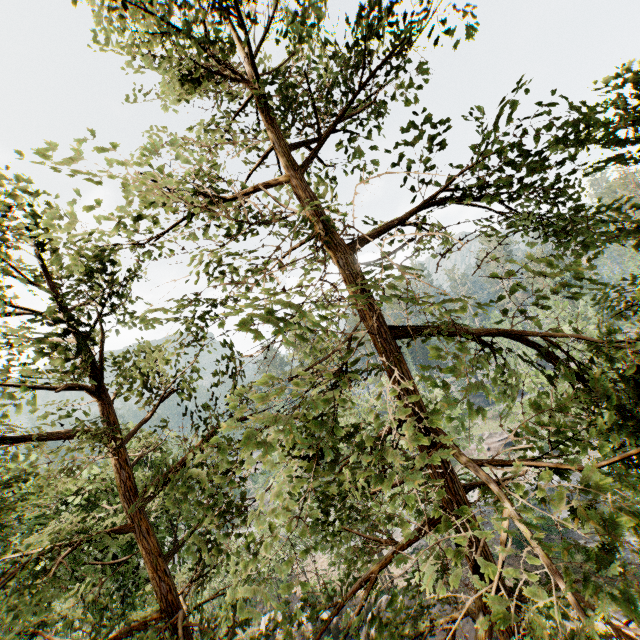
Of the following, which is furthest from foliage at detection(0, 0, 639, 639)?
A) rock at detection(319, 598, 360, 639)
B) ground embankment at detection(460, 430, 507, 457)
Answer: rock at detection(319, 598, 360, 639)

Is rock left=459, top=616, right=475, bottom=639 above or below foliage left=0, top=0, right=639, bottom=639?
below

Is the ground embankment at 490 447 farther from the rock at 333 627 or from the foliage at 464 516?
the rock at 333 627

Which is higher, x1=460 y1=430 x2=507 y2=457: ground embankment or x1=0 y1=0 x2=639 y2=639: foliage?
x1=0 y1=0 x2=639 y2=639: foliage

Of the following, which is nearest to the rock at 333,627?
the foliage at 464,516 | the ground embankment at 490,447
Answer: the foliage at 464,516

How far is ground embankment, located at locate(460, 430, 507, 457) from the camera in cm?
4894

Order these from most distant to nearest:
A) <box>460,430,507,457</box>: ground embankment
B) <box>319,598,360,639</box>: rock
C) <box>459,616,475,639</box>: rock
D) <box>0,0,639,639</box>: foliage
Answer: <box>460,430,507,457</box>: ground embankment
<box>319,598,360,639</box>: rock
<box>459,616,475,639</box>: rock
<box>0,0,639,639</box>: foliage

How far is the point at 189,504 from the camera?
18.6m
